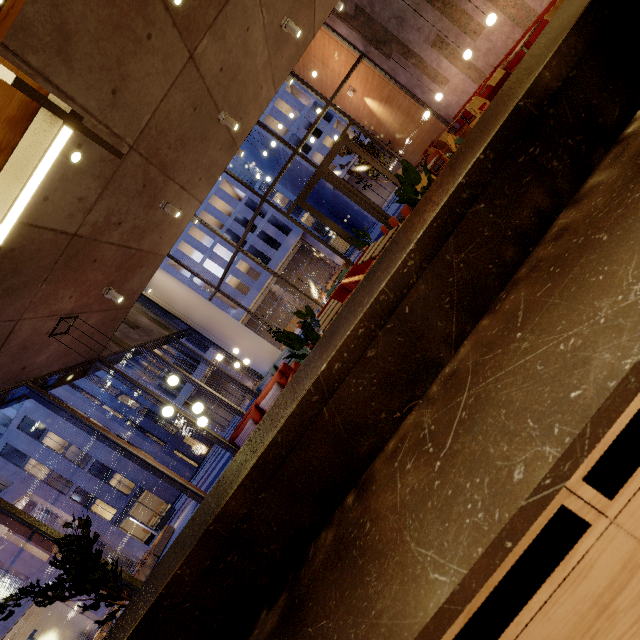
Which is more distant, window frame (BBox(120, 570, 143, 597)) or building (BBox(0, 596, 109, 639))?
building (BBox(0, 596, 109, 639))

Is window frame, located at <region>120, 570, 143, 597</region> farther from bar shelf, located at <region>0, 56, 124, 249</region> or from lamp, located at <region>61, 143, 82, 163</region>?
lamp, located at <region>61, 143, 82, 163</region>

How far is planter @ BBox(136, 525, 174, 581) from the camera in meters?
15.7 m

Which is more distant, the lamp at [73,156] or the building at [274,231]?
the building at [274,231]

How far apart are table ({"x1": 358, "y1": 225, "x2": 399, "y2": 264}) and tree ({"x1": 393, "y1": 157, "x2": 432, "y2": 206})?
1.8 meters

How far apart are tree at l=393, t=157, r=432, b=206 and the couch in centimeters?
421cm

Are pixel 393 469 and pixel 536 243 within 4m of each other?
yes

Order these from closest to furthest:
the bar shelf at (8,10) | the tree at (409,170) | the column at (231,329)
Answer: the bar shelf at (8,10) < the tree at (409,170) < the column at (231,329)
